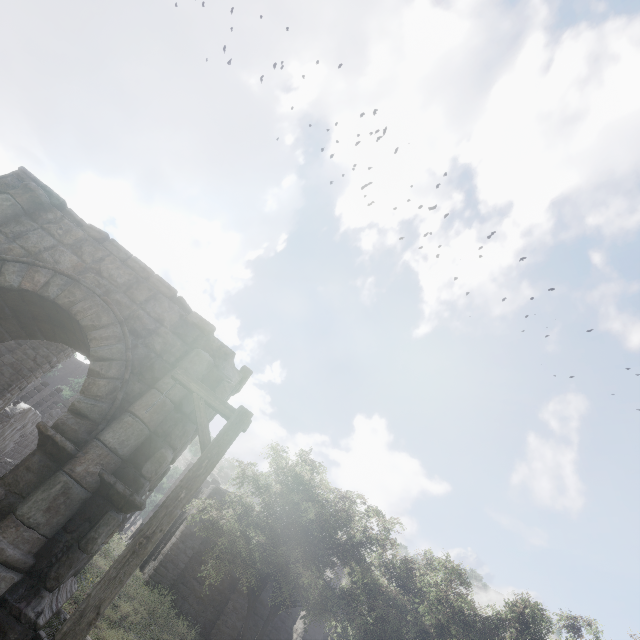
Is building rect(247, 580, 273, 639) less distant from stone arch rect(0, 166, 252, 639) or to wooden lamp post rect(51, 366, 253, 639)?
stone arch rect(0, 166, 252, 639)

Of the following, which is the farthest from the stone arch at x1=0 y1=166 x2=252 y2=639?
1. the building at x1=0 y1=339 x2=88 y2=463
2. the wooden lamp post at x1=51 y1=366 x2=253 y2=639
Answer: the wooden lamp post at x1=51 y1=366 x2=253 y2=639

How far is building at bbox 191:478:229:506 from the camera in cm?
2047

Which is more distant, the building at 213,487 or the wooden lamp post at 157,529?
the building at 213,487

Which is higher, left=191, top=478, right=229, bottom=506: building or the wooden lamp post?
left=191, top=478, right=229, bottom=506: building

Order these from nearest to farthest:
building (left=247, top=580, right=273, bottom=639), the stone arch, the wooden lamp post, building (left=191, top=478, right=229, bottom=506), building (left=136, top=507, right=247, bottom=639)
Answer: the wooden lamp post < the stone arch < building (left=136, top=507, right=247, bottom=639) < building (left=247, top=580, right=273, bottom=639) < building (left=191, top=478, right=229, bottom=506)

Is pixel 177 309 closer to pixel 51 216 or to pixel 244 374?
pixel 244 374

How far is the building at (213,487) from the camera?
20.5 meters
